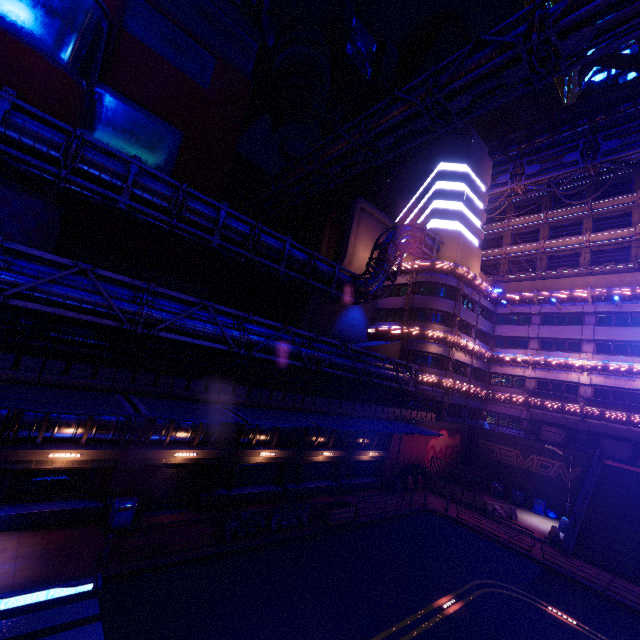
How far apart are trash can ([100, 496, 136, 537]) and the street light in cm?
1892

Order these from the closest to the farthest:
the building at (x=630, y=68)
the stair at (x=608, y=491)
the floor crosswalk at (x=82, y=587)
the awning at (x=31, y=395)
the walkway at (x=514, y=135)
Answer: the floor crosswalk at (x=82, y=587) < the awning at (x=31, y=395) < the stair at (x=608, y=491) < the walkway at (x=514, y=135) < the building at (x=630, y=68)

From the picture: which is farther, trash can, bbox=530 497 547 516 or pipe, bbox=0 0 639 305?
trash can, bbox=530 497 547 516

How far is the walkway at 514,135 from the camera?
44.2 meters

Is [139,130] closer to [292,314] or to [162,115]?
[162,115]

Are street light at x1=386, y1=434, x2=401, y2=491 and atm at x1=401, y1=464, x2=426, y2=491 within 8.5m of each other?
yes

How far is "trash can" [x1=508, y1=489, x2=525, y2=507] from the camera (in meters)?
29.69

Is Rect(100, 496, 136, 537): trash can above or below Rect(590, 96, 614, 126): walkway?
below
